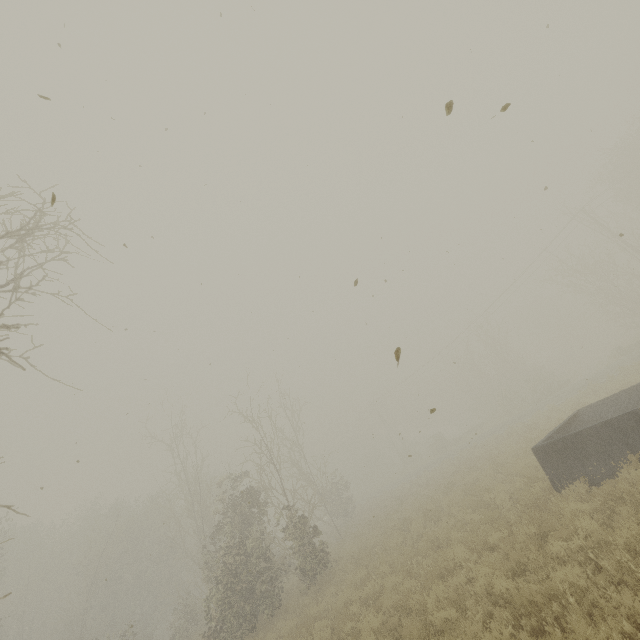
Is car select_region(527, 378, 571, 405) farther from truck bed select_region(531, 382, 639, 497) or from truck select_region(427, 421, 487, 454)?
truck bed select_region(531, 382, 639, 497)

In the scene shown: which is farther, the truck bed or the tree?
the truck bed

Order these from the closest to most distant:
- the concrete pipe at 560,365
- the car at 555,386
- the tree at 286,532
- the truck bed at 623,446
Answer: the tree at 286,532
the truck bed at 623,446
the car at 555,386
the concrete pipe at 560,365

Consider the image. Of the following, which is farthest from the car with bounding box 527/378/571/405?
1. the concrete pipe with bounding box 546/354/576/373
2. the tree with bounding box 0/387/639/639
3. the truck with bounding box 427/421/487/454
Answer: the concrete pipe with bounding box 546/354/576/373

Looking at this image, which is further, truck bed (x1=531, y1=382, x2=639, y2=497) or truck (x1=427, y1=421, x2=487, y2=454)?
truck (x1=427, y1=421, x2=487, y2=454)

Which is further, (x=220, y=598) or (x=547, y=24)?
(x=220, y=598)

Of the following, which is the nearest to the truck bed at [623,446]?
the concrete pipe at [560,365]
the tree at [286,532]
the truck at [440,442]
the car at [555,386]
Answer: the tree at [286,532]
